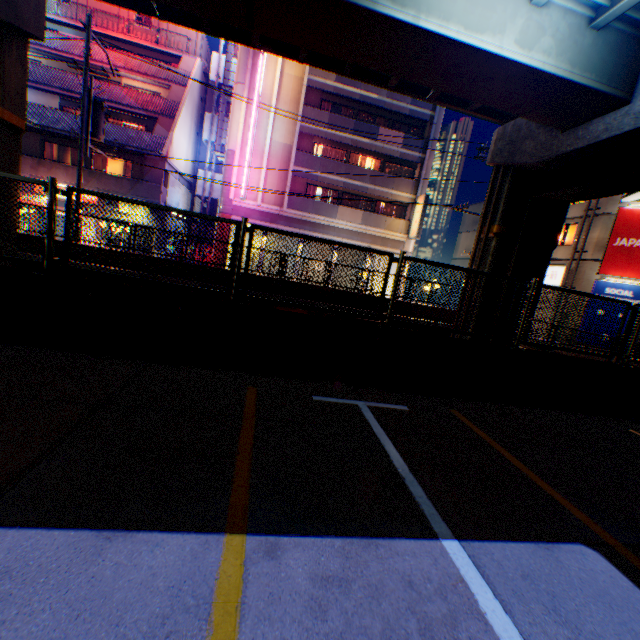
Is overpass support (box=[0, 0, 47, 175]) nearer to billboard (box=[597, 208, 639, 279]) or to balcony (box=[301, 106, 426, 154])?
billboard (box=[597, 208, 639, 279])

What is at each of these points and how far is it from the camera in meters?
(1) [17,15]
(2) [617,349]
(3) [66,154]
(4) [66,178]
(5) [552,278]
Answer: (1) overpass support, 10.0 m
(2) metal fence, 10.5 m
(3) window glass, 22.8 m
(4) balcony, 21.4 m
(5) sign, 23.8 m

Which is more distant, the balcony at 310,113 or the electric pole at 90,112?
the balcony at 310,113

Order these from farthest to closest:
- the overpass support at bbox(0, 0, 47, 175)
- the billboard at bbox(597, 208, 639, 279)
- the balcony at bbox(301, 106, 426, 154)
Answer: A: the balcony at bbox(301, 106, 426, 154) → the billboard at bbox(597, 208, 639, 279) → the overpass support at bbox(0, 0, 47, 175)

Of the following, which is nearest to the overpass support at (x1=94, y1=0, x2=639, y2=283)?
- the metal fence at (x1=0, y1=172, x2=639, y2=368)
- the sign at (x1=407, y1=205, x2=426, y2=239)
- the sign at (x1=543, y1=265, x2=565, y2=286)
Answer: the metal fence at (x1=0, y1=172, x2=639, y2=368)

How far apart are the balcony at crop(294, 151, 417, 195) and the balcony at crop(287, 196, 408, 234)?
1.96m

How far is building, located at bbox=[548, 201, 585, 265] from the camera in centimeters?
2280cm

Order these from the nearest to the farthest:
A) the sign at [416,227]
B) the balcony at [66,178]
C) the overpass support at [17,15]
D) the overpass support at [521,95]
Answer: the overpass support at [521,95] < the overpass support at [17,15] < the balcony at [66,178] < the sign at [416,227]
